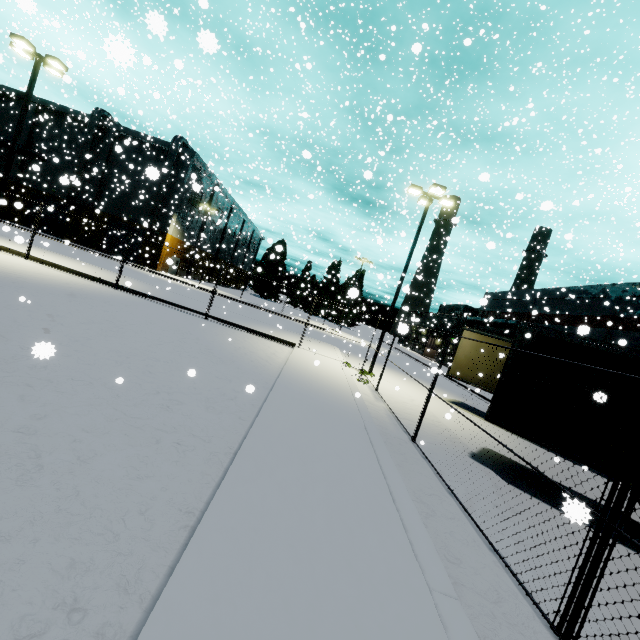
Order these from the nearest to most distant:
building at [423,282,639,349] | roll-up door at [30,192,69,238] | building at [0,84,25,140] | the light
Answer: the light < building at [423,282,639,349] < building at [0,84,25,140] < roll-up door at [30,192,69,238]

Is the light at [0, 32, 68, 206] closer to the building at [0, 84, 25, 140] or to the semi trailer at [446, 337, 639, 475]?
the building at [0, 84, 25, 140]

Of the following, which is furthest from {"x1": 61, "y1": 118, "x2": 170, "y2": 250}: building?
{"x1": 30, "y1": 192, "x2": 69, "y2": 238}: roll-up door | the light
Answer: the light

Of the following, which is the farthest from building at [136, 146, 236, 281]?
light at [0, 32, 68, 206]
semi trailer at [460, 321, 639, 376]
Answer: light at [0, 32, 68, 206]

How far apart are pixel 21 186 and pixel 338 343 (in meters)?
45.44

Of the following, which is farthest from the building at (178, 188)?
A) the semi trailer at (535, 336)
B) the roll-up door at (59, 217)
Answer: the semi trailer at (535, 336)

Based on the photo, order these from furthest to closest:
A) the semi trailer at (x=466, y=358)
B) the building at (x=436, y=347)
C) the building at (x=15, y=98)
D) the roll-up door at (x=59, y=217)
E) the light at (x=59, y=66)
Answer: the building at (x=436, y=347), the roll-up door at (x=59, y=217), the building at (x=15, y=98), the light at (x=59, y=66), the semi trailer at (x=466, y=358)

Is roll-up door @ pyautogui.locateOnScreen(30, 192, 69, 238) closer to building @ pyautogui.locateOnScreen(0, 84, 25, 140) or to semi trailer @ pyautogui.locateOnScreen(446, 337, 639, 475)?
building @ pyautogui.locateOnScreen(0, 84, 25, 140)
